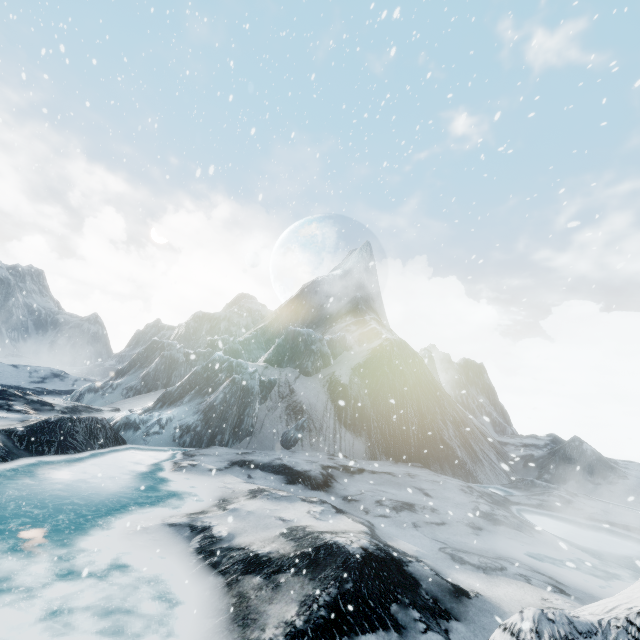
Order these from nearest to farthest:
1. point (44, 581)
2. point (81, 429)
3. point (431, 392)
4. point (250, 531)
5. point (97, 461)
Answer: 1. point (44, 581)
2. point (250, 531)
3. point (97, 461)
4. point (81, 429)
5. point (431, 392)
